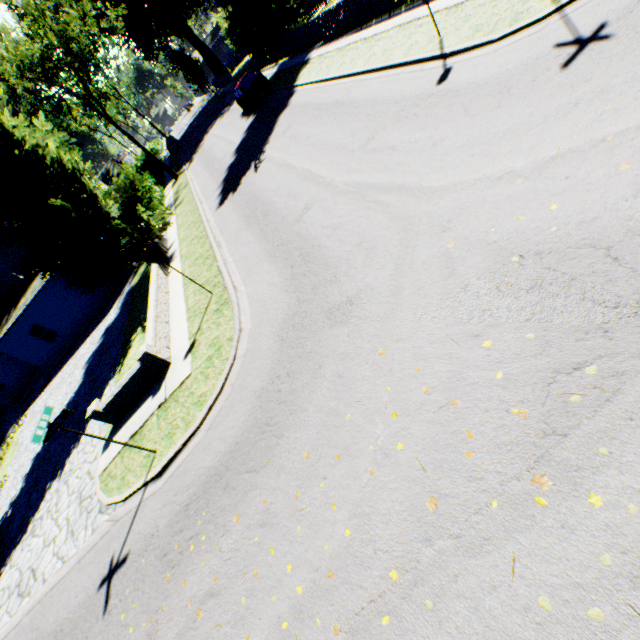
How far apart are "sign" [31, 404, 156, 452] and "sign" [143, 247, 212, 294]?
4.5m

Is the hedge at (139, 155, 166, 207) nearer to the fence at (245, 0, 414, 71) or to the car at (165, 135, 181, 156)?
the car at (165, 135, 181, 156)

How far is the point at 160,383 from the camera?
9.7 meters

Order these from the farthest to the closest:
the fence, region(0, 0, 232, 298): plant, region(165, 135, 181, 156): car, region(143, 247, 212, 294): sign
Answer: region(165, 135, 181, 156): car
the fence
region(0, 0, 232, 298): plant
region(143, 247, 212, 294): sign

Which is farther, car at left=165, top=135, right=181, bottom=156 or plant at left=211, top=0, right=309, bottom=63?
car at left=165, top=135, right=181, bottom=156

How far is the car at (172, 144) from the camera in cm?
4578

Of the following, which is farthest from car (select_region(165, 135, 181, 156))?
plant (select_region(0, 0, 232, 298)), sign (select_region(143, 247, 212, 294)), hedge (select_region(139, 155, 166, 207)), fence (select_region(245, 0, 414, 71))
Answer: sign (select_region(143, 247, 212, 294))

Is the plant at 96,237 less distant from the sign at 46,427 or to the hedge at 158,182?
the hedge at 158,182
